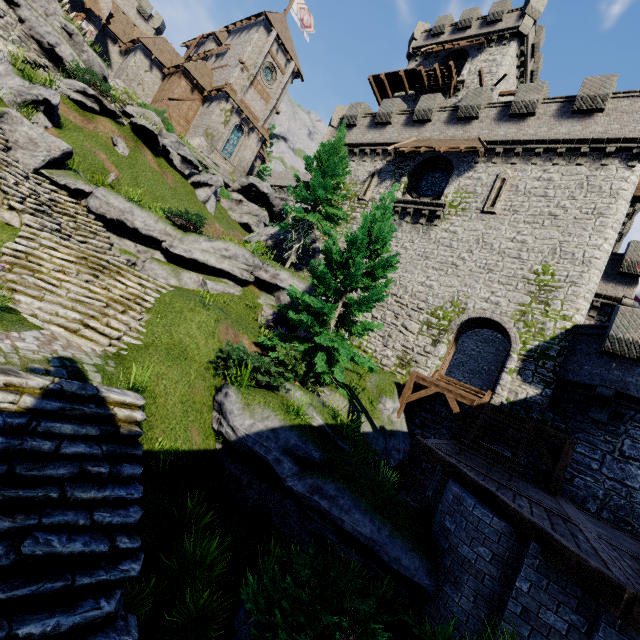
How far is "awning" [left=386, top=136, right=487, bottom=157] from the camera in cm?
1853

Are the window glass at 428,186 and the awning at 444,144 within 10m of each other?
yes

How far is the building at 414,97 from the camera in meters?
30.2

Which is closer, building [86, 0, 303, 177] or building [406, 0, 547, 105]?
building [406, 0, 547, 105]

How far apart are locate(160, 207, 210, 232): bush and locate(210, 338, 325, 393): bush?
7.1 meters

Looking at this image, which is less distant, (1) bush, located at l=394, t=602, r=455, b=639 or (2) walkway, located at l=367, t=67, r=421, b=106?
(1) bush, located at l=394, t=602, r=455, b=639

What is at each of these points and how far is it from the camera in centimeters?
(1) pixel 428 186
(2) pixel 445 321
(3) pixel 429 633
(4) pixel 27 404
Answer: (1) window glass, 2133cm
(2) building tower, 1719cm
(3) bush, 499cm
(4) stairs, 467cm

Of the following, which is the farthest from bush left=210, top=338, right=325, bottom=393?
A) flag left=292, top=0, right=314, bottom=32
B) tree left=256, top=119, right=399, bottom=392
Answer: flag left=292, top=0, right=314, bottom=32
